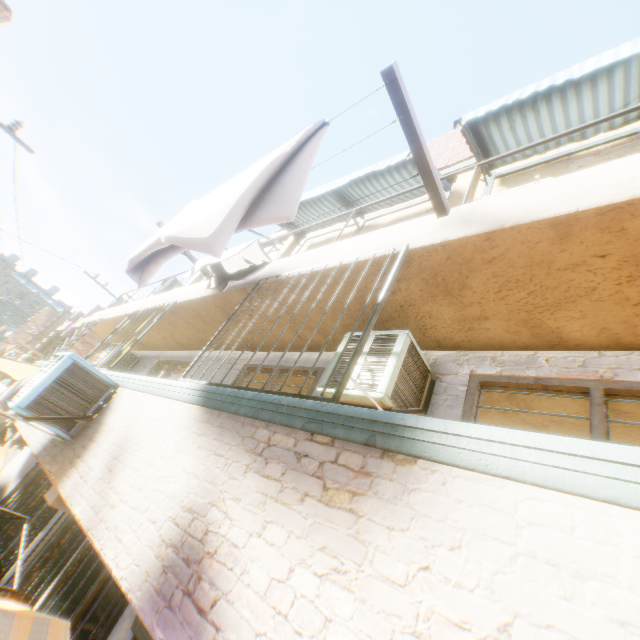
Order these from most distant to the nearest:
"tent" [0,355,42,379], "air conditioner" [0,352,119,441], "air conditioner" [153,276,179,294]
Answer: "air conditioner" [153,276,179,294] → "tent" [0,355,42,379] → "air conditioner" [0,352,119,441]

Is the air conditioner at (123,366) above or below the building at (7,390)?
above

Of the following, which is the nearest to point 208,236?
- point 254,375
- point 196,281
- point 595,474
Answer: point 254,375

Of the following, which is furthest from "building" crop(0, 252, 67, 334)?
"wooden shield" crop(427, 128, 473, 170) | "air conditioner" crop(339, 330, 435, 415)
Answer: "wooden shield" crop(427, 128, 473, 170)

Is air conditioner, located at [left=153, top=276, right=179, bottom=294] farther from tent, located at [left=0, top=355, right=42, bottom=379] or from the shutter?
the shutter

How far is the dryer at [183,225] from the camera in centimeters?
218cm

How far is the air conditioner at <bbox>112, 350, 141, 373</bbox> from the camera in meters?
9.2 m
